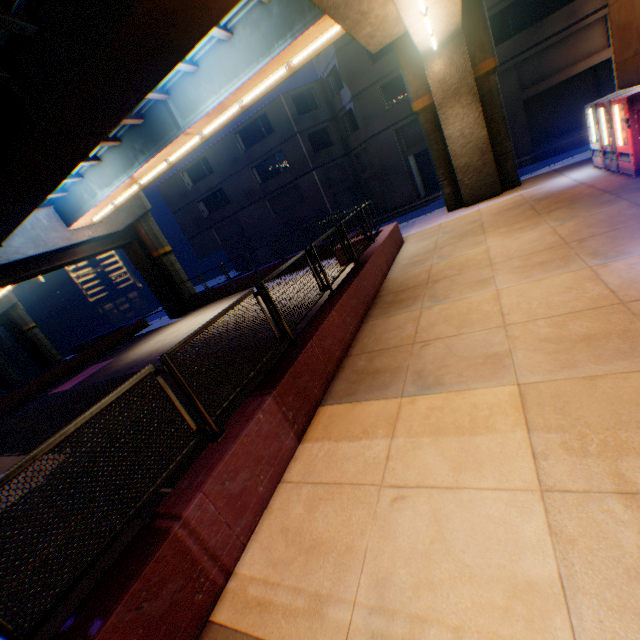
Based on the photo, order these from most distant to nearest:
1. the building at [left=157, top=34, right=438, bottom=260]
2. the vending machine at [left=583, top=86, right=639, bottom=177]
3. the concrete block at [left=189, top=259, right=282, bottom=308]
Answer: the building at [left=157, top=34, right=438, bottom=260] → the concrete block at [left=189, top=259, right=282, bottom=308] → the vending machine at [left=583, top=86, right=639, bottom=177]

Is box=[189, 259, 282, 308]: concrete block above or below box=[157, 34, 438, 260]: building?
below

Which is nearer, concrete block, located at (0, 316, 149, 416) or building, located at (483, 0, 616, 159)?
building, located at (483, 0, 616, 159)

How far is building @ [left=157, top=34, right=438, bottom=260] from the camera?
23.28m

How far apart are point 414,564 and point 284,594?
1.3 meters

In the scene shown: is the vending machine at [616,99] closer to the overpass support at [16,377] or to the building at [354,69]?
the building at [354,69]

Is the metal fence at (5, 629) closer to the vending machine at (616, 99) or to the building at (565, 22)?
the vending machine at (616, 99)

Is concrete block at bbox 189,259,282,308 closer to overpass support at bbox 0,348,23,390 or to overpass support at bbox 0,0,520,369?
overpass support at bbox 0,0,520,369
